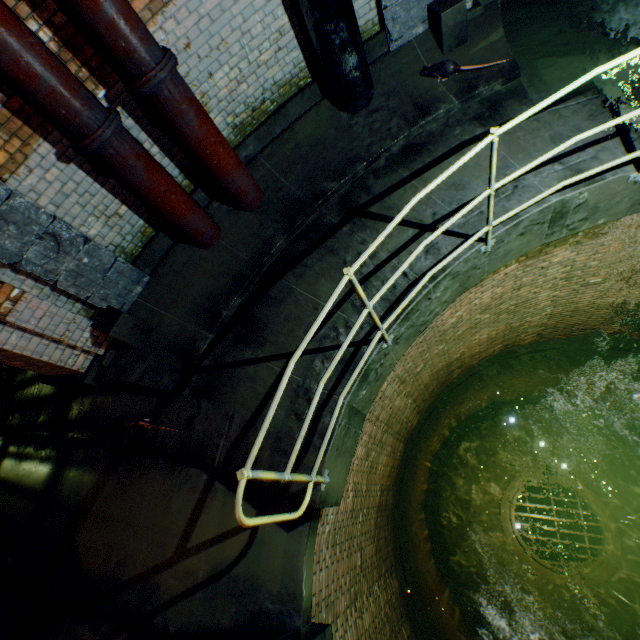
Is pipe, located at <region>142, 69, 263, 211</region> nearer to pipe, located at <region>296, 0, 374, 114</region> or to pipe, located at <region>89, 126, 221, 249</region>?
pipe, located at <region>89, 126, 221, 249</region>

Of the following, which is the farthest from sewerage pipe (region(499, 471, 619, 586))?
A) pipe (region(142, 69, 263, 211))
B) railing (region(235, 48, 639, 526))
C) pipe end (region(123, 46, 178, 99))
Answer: pipe end (region(123, 46, 178, 99))

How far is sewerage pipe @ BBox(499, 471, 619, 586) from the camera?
9.4 meters

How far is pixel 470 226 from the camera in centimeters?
338cm

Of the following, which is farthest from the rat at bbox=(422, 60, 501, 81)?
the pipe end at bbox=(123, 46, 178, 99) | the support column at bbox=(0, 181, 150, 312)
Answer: the support column at bbox=(0, 181, 150, 312)

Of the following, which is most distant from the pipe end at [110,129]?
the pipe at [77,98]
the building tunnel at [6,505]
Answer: the building tunnel at [6,505]

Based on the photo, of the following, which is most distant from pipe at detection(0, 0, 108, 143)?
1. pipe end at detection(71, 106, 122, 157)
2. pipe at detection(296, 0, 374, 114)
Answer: pipe at detection(296, 0, 374, 114)

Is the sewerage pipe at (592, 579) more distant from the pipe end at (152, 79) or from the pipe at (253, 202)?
the pipe end at (152, 79)
